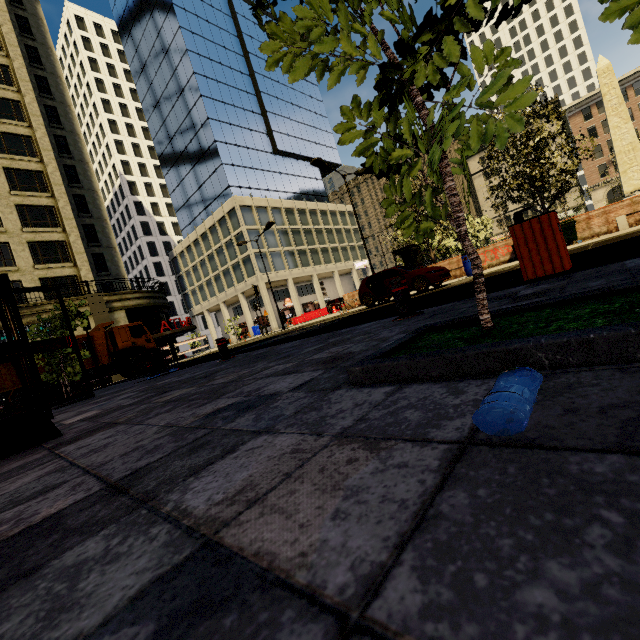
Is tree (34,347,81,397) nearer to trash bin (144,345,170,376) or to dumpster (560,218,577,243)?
trash bin (144,345,170,376)

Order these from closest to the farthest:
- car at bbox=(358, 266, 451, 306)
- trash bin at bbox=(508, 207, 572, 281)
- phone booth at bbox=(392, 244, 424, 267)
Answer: trash bin at bbox=(508, 207, 572, 281) → car at bbox=(358, 266, 451, 306) → phone booth at bbox=(392, 244, 424, 267)

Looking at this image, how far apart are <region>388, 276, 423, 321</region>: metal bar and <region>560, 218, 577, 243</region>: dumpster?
14.5m

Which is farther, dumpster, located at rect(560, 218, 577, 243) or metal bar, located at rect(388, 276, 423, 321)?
dumpster, located at rect(560, 218, 577, 243)

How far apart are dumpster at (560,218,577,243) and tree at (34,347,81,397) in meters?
19.2 m

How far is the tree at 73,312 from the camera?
10.1m

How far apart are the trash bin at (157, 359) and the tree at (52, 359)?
1.7 meters

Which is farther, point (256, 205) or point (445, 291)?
point (256, 205)
